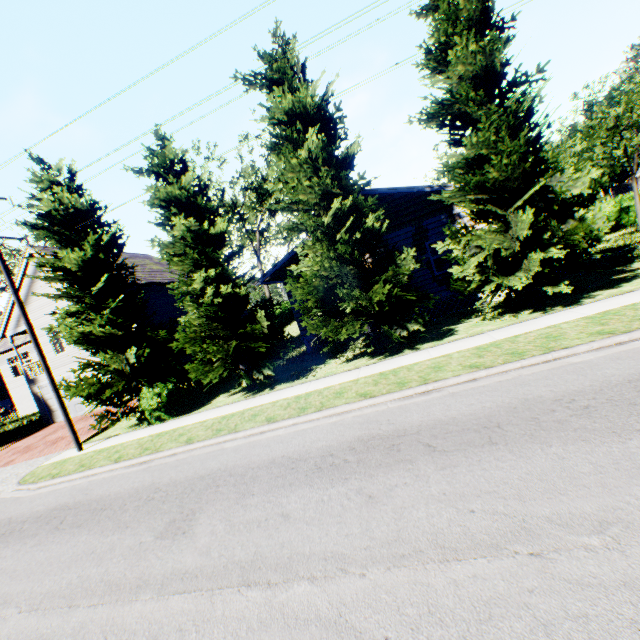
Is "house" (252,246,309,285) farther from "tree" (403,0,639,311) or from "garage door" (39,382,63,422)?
"garage door" (39,382,63,422)

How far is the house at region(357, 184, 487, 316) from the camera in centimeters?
1421cm

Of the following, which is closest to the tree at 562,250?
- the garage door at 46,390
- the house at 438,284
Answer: the house at 438,284

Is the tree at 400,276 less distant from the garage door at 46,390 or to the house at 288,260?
the house at 288,260

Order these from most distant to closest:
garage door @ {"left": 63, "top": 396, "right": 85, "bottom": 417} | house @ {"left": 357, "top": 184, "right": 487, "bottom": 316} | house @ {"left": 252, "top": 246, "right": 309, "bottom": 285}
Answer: garage door @ {"left": 63, "top": 396, "right": 85, "bottom": 417}, house @ {"left": 252, "top": 246, "right": 309, "bottom": 285}, house @ {"left": 357, "top": 184, "right": 487, "bottom": 316}

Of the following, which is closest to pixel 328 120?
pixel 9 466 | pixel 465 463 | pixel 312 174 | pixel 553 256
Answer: pixel 312 174

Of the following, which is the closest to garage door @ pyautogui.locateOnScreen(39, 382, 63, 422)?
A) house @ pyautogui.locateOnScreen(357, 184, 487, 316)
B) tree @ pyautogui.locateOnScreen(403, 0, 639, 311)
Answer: house @ pyautogui.locateOnScreen(357, 184, 487, 316)

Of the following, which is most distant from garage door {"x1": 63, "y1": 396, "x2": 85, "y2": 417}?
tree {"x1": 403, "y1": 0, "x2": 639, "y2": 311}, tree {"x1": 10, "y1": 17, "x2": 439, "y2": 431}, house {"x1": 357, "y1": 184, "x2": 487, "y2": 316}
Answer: tree {"x1": 403, "y1": 0, "x2": 639, "y2": 311}
